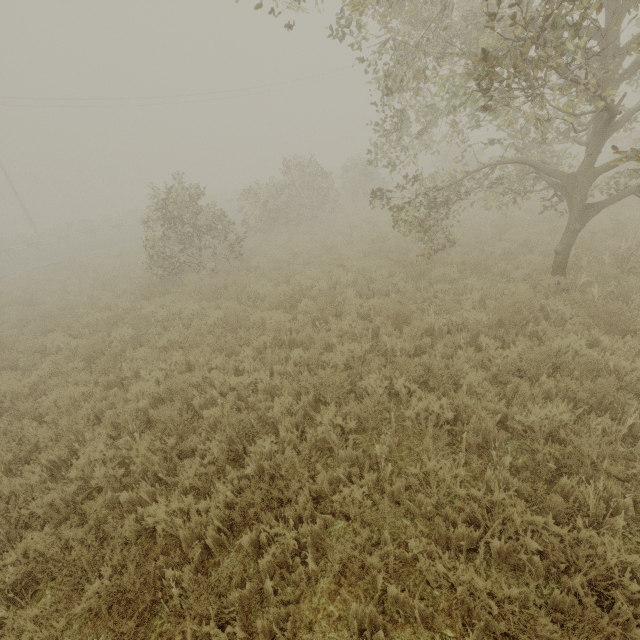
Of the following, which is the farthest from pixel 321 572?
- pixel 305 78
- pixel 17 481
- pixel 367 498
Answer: pixel 305 78
